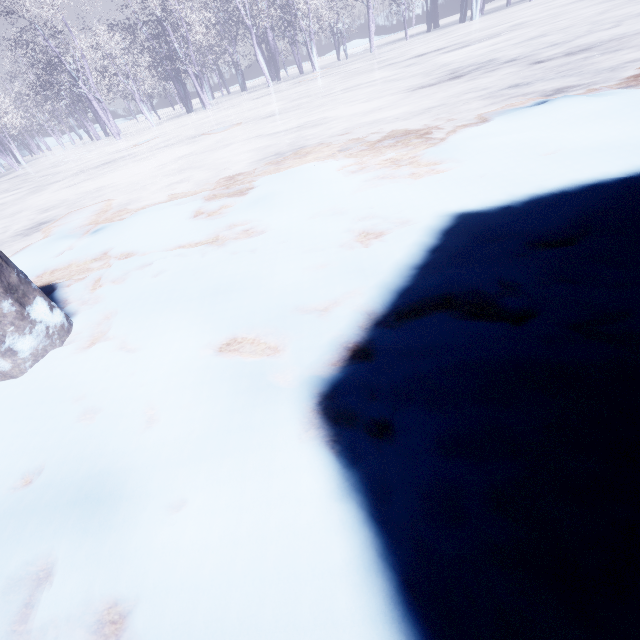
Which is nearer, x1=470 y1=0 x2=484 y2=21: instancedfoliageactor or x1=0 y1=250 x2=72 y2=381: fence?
x1=0 y1=250 x2=72 y2=381: fence

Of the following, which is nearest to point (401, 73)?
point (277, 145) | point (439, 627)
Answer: point (277, 145)

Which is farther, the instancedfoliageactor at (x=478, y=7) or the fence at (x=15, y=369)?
the instancedfoliageactor at (x=478, y=7)
